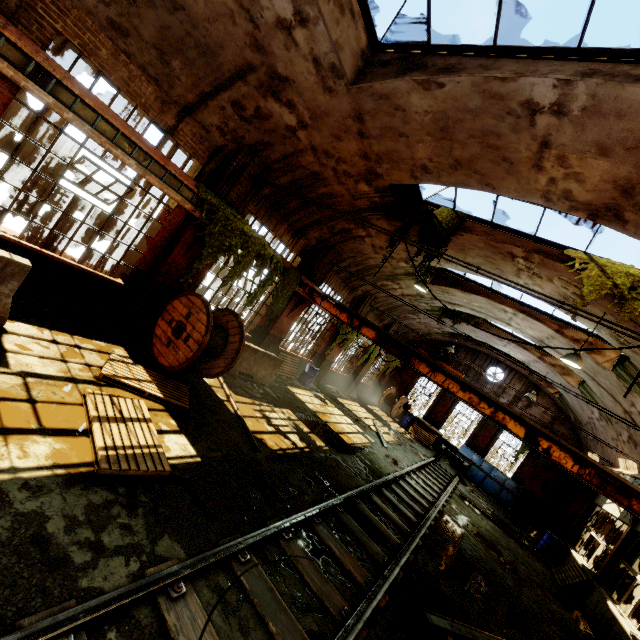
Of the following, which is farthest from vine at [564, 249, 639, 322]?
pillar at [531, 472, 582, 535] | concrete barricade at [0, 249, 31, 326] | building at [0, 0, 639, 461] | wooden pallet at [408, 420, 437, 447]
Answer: pillar at [531, 472, 582, 535]

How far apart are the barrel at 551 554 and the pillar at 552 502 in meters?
5.4

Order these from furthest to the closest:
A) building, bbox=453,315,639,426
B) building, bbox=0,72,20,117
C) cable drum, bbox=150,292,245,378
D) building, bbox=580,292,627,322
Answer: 1. building, bbox=453,315,639,426
2. building, bbox=580,292,627,322
3. cable drum, bbox=150,292,245,378
4. building, bbox=0,72,20,117

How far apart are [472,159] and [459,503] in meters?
12.9 m

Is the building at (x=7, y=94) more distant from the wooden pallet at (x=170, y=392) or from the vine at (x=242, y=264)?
the wooden pallet at (x=170, y=392)

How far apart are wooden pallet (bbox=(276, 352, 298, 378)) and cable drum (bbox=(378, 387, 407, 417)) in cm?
1066

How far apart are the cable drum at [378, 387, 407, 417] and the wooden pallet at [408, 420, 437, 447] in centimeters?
186cm

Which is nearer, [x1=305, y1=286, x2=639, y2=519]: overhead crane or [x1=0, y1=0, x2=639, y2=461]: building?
[x1=0, y1=0, x2=639, y2=461]: building
